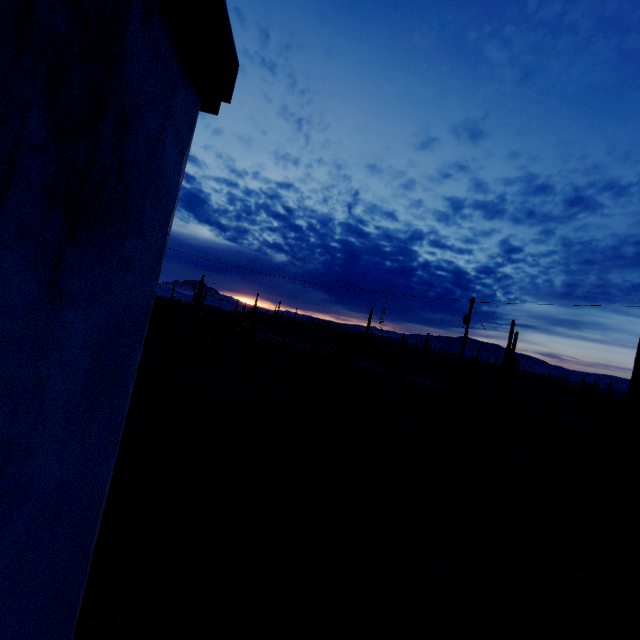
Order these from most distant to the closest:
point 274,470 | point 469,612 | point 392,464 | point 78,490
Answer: point 392,464 < point 274,470 < point 469,612 < point 78,490
